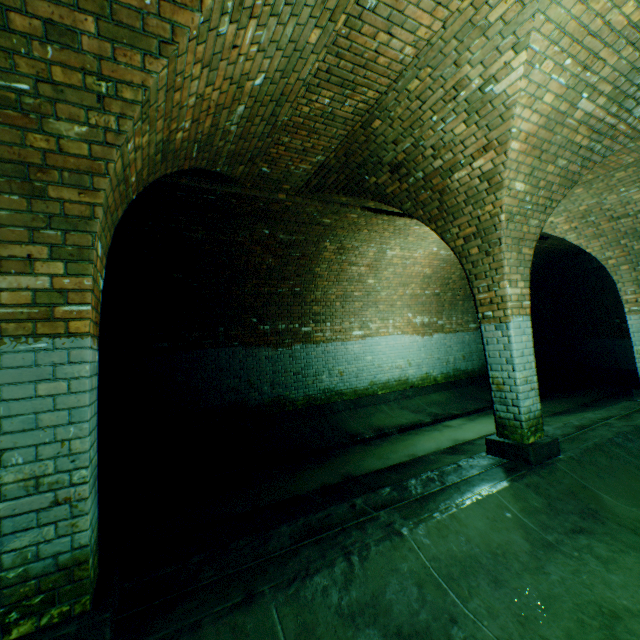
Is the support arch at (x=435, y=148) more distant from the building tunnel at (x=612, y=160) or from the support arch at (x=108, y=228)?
→ the support arch at (x=108, y=228)

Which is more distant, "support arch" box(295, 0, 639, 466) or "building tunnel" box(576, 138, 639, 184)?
"building tunnel" box(576, 138, 639, 184)

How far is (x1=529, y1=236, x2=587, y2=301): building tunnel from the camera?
9.76m

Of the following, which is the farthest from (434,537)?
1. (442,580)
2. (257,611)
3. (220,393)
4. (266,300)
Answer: (266,300)

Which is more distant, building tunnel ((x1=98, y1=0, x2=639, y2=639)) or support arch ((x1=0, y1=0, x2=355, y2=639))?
building tunnel ((x1=98, y1=0, x2=639, y2=639))

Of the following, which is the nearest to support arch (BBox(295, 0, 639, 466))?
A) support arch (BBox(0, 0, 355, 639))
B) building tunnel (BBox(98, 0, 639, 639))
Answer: building tunnel (BBox(98, 0, 639, 639))

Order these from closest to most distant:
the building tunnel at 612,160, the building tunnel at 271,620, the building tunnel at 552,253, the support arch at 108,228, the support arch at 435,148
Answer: the support arch at 108,228 < the building tunnel at 271,620 < the support arch at 435,148 < the building tunnel at 612,160 < the building tunnel at 552,253
